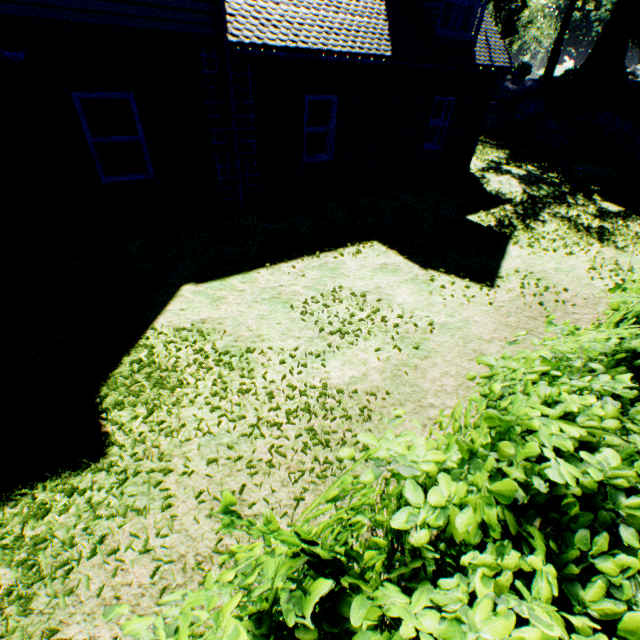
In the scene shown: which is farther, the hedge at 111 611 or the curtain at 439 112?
the curtain at 439 112

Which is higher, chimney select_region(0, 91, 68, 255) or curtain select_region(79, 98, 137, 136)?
curtain select_region(79, 98, 137, 136)

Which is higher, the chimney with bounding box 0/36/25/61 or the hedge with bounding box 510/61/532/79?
the hedge with bounding box 510/61/532/79

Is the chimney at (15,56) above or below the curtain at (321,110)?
above

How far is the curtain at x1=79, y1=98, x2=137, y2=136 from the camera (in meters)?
6.27

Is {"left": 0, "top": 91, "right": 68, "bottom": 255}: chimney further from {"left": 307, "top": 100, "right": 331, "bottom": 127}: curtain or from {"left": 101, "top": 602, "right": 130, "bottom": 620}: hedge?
{"left": 101, "top": 602, "right": 130, "bottom": 620}: hedge

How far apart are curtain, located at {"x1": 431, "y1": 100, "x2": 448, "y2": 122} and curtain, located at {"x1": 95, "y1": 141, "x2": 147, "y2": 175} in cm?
892

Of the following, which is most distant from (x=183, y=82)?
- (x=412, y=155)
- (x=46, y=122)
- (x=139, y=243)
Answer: (x=412, y=155)
